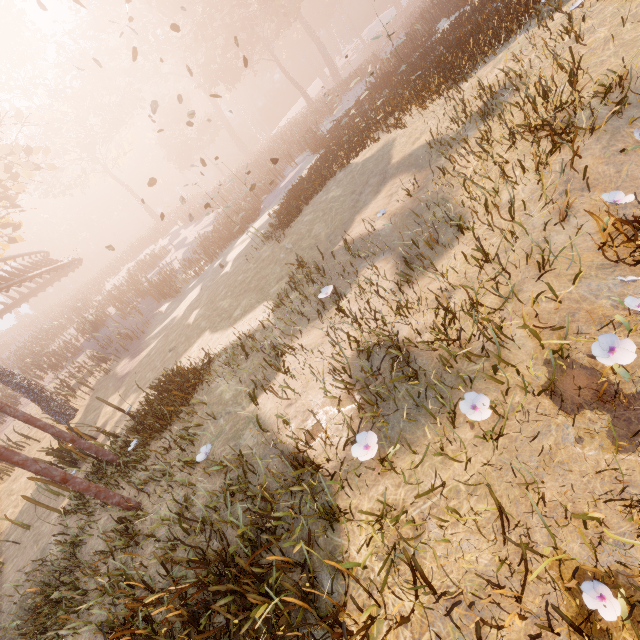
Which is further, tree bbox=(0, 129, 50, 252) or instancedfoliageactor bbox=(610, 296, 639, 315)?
tree bbox=(0, 129, 50, 252)

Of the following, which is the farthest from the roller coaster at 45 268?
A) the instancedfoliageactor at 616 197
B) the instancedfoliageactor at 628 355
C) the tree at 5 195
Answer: the instancedfoliageactor at 616 197

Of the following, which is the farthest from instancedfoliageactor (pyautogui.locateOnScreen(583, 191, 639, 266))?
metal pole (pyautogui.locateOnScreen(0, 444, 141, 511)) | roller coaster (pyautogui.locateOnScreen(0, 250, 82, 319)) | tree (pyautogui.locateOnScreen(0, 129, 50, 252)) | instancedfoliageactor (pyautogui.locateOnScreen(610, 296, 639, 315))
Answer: tree (pyautogui.locateOnScreen(0, 129, 50, 252))

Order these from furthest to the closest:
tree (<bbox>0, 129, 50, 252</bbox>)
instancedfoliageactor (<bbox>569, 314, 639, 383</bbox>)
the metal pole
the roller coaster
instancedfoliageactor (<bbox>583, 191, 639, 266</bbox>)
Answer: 1. the roller coaster
2. tree (<bbox>0, 129, 50, 252</bbox>)
3. the metal pole
4. instancedfoliageactor (<bbox>583, 191, 639, 266</bbox>)
5. instancedfoliageactor (<bbox>569, 314, 639, 383</bbox>)

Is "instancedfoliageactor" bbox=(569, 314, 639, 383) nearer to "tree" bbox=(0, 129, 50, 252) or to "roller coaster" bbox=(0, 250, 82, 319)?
"roller coaster" bbox=(0, 250, 82, 319)

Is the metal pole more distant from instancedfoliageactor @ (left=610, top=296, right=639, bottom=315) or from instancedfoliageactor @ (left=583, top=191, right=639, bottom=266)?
instancedfoliageactor @ (left=583, top=191, right=639, bottom=266)

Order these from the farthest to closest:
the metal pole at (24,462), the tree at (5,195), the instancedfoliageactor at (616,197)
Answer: the tree at (5,195), the metal pole at (24,462), the instancedfoliageactor at (616,197)

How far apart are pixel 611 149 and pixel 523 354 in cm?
296
